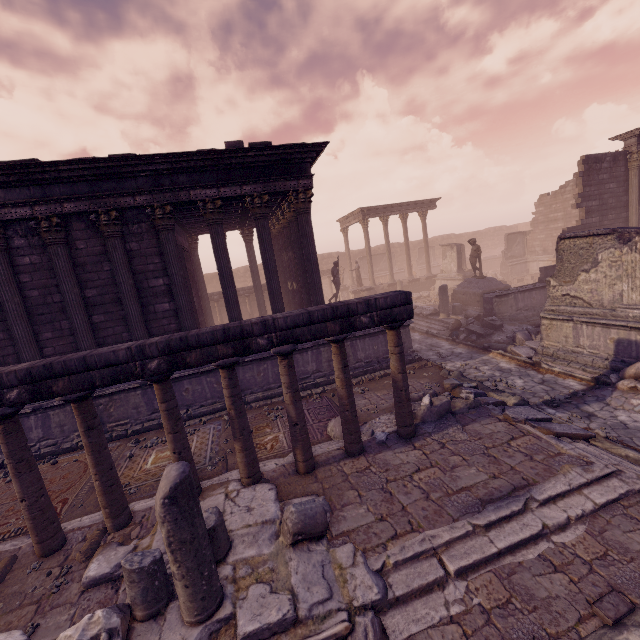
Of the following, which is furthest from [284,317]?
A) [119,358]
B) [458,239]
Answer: [458,239]

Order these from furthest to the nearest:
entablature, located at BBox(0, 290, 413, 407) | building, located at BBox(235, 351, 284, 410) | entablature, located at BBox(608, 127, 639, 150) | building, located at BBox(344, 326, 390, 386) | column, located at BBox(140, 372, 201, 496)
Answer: entablature, located at BBox(608, 127, 639, 150) → building, located at BBox(344, 326, 390, 386) → building, located at BBox(235, 351, 284, 410) → column, located at BBox(140, 372, 201, 496) → entablature, located at BBox(0, 290, 413, 407)

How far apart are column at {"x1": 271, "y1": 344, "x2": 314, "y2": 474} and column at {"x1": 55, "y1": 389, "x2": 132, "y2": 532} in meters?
2.9

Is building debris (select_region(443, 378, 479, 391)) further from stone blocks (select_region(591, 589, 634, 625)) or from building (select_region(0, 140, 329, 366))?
stone blocks (select_region(591, 589, 634, 625))

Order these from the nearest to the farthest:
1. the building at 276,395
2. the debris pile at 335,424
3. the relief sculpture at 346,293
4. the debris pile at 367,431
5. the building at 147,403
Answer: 1. the debris pile at 367,431
2. the debris pile at 335,424
3. the building at 147,403
4. the building at 276,395
5. the relief sculpture at 346,293

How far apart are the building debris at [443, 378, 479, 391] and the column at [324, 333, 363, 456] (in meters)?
3.37

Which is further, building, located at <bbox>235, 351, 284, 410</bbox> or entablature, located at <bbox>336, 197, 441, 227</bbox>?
entablature, located at <bbox>336, 197, 441, 227</bbox>

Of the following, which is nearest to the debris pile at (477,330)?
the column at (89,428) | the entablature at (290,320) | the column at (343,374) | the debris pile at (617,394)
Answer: the debris pile at (617,394)
